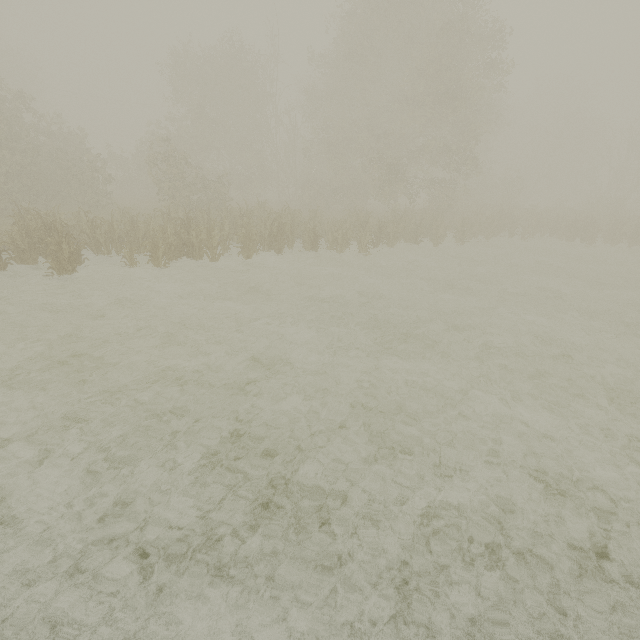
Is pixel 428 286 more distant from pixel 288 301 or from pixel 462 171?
pixel 462 171
